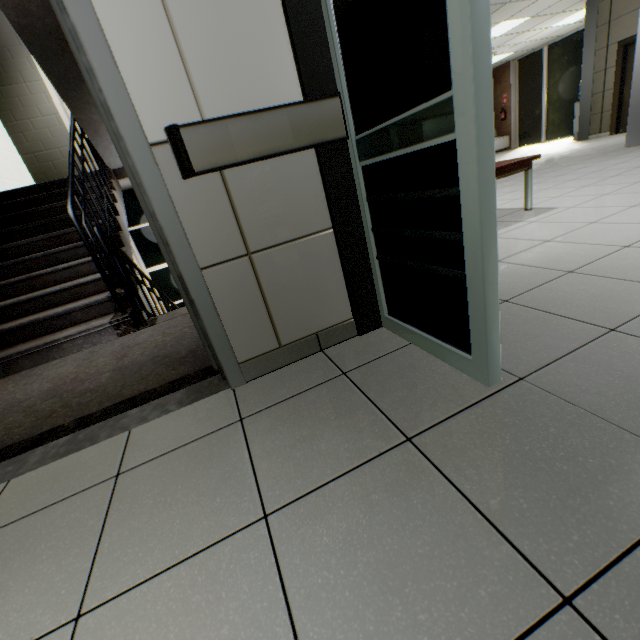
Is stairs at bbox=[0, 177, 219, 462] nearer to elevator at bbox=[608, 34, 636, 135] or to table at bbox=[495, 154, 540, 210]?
table at bbox=[495, 154, 540, 210]

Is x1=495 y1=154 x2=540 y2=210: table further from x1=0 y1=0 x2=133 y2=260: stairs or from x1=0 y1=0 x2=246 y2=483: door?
x1=0 y1=0 x2=246 y2=483: door

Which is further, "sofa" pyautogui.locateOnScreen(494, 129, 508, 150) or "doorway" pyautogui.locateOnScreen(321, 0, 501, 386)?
"sofa" pyautogui.locateOnScreen(494, 129, 508, 150)

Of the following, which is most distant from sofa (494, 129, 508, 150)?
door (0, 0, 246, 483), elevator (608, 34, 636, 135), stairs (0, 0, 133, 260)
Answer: door (0, 0, 246, 483)

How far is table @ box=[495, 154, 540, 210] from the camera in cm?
312

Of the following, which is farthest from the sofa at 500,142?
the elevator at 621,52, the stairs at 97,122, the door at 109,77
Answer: the door at 109,77

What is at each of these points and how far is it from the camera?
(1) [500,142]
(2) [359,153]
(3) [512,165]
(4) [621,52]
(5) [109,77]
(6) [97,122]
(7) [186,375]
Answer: (1) sofa, 14.0 meters
(2) doorway, 1.4 meters
(3) table, 3.1 meters
(4) elevator, 8.0 meters
(5) door, 1.1 meters
(6) stairs, 3.9 meters
(7) stairs, 1.9 meters

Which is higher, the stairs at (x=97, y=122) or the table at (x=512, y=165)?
the stairs at (x=97, y=122)
